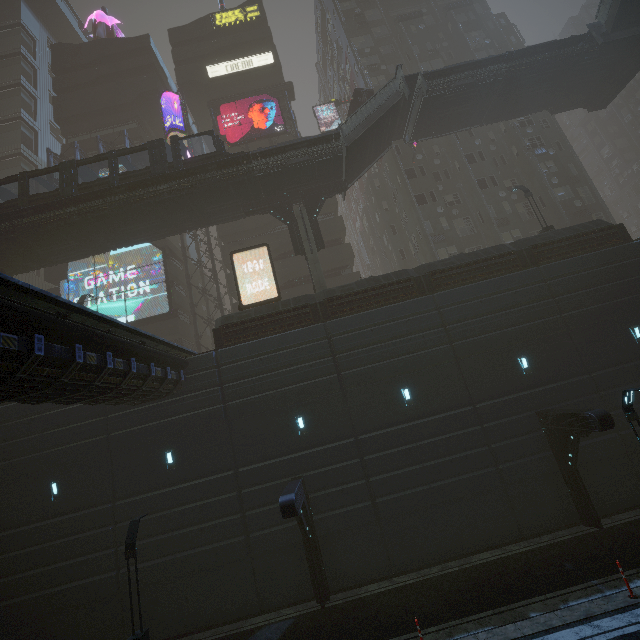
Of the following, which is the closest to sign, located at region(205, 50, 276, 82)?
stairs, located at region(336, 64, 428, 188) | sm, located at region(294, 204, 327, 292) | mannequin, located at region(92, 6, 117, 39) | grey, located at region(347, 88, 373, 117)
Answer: grey, located at region(347, 88, 373, 117)

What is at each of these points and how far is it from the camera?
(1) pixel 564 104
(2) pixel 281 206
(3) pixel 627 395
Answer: (1) bridge, 26.5m
(2) building structure, 23.2m
(3) street light, 10.8m

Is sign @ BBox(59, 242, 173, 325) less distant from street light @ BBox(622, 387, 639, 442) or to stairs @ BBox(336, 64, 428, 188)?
stairs @ BBox(336, 64, 428, 188)

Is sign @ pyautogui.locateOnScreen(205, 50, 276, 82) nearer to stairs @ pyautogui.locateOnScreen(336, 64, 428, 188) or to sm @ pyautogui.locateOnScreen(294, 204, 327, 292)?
stairs @ pyautogui.locateOnScreen(336, 64, 428, 188)

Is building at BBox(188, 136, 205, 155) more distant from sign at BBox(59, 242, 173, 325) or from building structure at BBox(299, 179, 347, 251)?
building structure at BBox(299, 179, 347, 251)

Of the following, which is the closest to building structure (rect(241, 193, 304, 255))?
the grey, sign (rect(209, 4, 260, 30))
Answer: the grey

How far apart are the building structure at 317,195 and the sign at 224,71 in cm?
2271

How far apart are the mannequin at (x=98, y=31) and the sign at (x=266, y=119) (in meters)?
22.62
